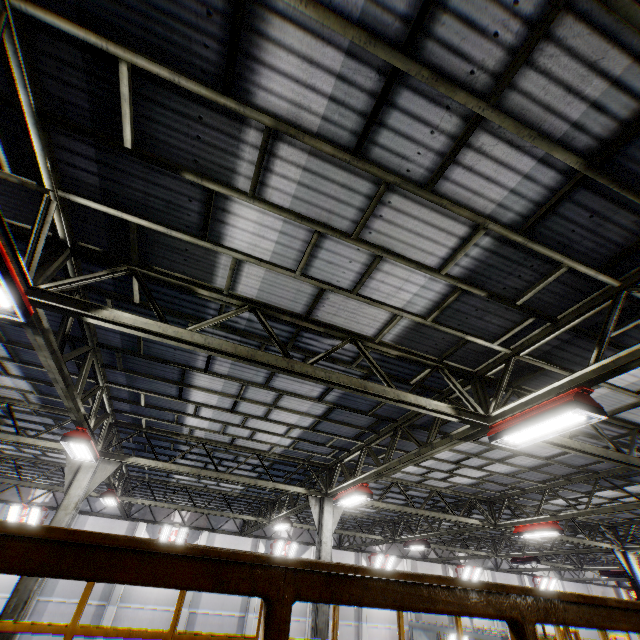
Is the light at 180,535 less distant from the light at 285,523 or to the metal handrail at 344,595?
the light at 285,523

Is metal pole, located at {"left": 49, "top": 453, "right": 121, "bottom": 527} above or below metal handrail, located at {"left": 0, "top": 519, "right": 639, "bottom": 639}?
above

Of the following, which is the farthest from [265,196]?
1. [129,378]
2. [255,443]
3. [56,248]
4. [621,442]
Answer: [621,442]

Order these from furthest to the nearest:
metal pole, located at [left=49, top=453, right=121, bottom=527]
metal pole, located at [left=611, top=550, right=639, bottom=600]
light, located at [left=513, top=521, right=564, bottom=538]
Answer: metal pole, located at [left=611, top=550, right=639, bottom=600]
light, located at [left=513, top=521, right=564, bottom=538]
metal pole, located at [left=49, top=453, right=121, bottom=527]

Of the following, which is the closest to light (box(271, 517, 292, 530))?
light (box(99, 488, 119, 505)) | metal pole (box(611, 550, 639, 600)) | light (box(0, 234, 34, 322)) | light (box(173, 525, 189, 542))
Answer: light (box(99, 488, 119, 505))

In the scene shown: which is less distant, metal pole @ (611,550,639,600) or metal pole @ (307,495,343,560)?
metal pole @ (307,495,343,560)

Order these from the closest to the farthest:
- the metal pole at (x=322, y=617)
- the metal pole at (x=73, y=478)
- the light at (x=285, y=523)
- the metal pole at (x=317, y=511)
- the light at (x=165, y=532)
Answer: the metal pole at (x=73, y=478)
the metal pole at (x=322, y=617)
the metal pole at (x=317, y=511)
the light at (x=285, y=523)
the light at (x=165, y=532)

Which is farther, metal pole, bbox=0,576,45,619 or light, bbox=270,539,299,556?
light, bbox=270,539,299,556
